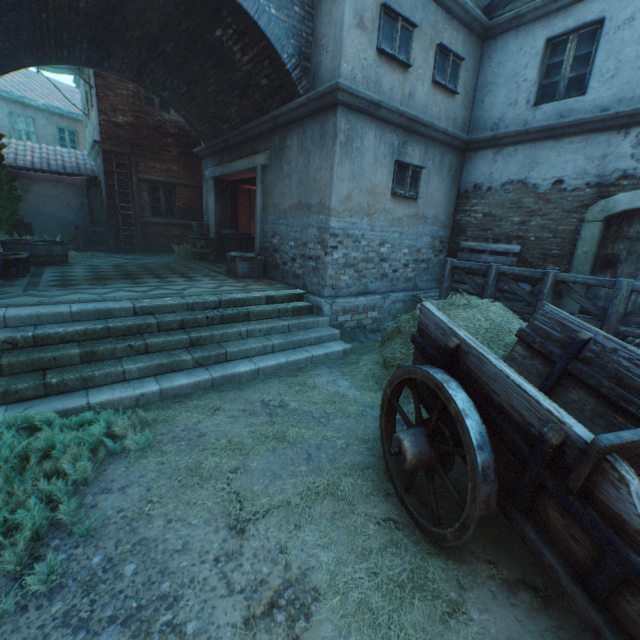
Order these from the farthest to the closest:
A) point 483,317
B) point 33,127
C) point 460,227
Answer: point 33,127
point 460,227
point 483,317

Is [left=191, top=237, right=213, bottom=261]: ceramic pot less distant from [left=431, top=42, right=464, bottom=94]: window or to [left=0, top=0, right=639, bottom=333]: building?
[left=0, top=0, right=639, bottom=333]: building

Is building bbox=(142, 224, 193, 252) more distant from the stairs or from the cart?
the cart

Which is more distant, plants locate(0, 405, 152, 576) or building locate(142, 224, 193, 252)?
building locate(142, 224, 193, 252)

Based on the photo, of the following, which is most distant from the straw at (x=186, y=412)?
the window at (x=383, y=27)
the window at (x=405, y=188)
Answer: the window at (x=383, y=27)

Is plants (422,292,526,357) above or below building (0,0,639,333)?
below

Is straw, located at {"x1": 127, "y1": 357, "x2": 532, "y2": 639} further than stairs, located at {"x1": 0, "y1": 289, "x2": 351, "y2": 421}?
No

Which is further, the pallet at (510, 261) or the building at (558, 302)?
the pallet at (510, 261)
